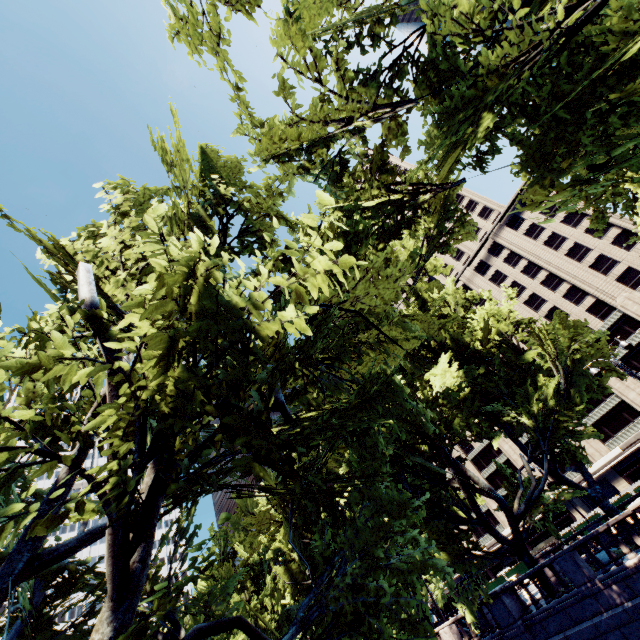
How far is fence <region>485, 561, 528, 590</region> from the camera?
41.3m

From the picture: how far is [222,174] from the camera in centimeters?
1278cm

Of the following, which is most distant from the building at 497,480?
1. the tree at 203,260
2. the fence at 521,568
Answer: the tree at 203,260

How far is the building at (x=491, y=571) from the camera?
57.1 meters

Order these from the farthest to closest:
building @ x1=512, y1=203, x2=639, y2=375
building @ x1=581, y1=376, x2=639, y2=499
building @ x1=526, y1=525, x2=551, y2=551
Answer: building @ x1=526, y1=525, x2=551, y2=551 → building @ x1=512, y1=203, x2=639, y2=375 → building @ x1=581, y1=376, x2=639, y2=499

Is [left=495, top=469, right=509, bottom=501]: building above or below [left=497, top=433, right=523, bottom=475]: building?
below

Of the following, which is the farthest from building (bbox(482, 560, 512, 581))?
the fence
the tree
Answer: the tree
